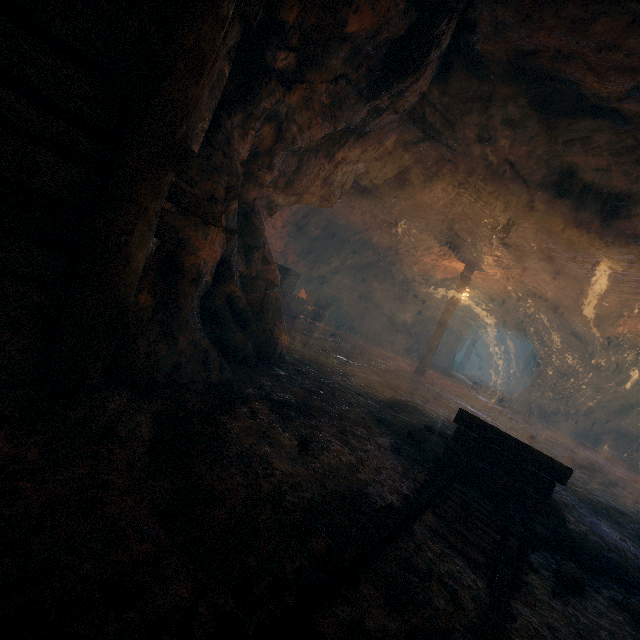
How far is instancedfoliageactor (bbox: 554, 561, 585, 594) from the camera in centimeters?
266cm

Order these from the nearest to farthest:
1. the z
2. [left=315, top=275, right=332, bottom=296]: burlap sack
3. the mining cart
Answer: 1. the z
2. the mining cart
3. [left=315, top=275, right=332, bottom=296]: burlap sack

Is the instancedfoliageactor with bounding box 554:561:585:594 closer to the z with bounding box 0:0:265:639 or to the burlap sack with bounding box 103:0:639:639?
the burlap sack with bounding box 103:0:639:639

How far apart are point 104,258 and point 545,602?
4.0m

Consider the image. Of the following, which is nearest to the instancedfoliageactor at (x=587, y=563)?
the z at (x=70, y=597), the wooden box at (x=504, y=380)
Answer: the z at (x=70, y=597)

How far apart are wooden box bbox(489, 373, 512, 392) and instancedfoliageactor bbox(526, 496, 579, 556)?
26.2 meters

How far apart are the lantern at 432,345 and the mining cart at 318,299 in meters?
4.8 m

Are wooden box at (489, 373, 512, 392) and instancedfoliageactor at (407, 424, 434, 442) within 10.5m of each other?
no
